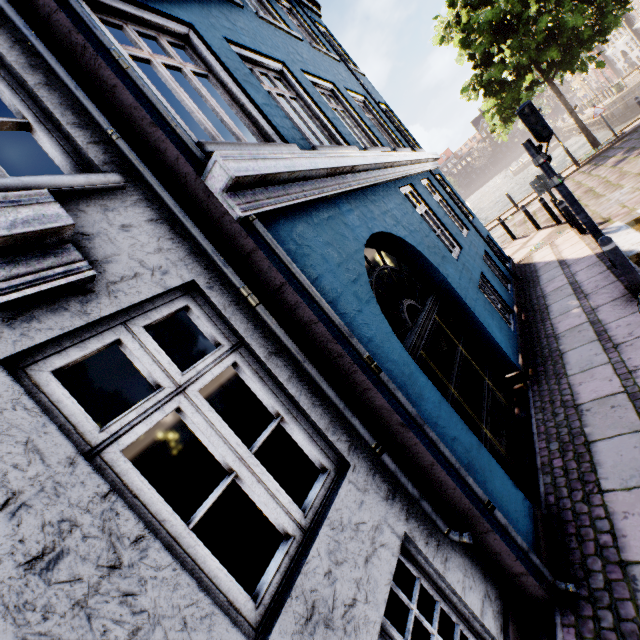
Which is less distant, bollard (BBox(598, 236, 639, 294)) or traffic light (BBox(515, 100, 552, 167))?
bollard (BBox(598, 236, 639, 294))

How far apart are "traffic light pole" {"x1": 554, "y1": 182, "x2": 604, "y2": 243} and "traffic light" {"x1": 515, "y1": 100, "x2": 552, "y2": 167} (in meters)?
0.51

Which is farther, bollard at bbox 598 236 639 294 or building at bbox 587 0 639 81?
building at bbox 587 0 639 81

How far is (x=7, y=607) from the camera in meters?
1.1

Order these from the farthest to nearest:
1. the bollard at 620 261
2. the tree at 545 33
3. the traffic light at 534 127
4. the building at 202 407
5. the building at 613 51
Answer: the building at 613 51
the tree at 545 33
the traffic light at 534 127
the bollard at 620 261
the building at 202 407

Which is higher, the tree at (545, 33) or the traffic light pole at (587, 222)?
Result: the tree at (545, 33)

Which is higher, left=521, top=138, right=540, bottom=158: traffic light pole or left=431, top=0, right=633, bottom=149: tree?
left=431, top=0, right=633, bottom=149: tree

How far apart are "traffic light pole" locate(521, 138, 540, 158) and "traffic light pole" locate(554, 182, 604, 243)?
0.7 meters
